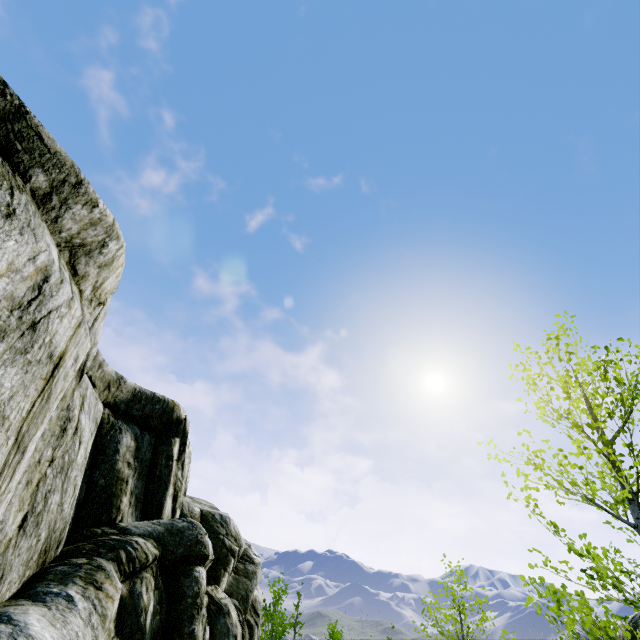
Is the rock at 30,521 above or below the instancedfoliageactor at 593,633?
below

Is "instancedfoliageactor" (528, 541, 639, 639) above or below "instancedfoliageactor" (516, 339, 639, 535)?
below

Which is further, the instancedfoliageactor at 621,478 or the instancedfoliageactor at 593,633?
the instancedfoliageactor at 621,478

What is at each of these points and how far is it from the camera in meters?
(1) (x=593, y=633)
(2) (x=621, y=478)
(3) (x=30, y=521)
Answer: (1) instancedfoliageactor, 4.4 m
(2) instancedfoliageactor, 4.1 m
(3) rock, 5.0 m

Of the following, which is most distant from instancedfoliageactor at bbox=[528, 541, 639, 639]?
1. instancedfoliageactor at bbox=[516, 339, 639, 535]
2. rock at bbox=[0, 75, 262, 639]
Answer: instancedfoliageactor at bbox=[516, 339, 639, 535]

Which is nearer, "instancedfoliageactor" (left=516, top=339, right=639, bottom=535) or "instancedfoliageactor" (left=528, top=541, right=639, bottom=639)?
"instancedfoliageactor" (left=528, top=541, right=639, bottom=639)

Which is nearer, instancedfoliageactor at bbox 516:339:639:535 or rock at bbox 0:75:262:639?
rock at bbox 0:75:262:639

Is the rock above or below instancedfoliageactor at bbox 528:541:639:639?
below
